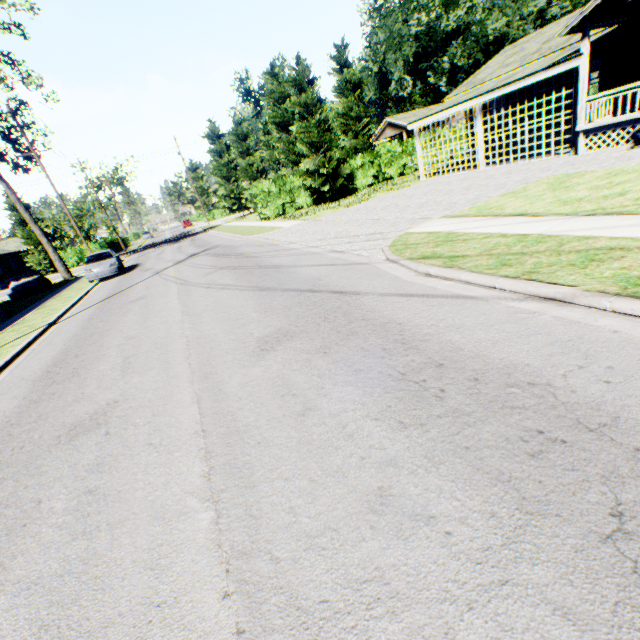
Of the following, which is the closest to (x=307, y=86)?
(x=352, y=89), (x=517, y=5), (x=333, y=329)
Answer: (x=352, y=89)

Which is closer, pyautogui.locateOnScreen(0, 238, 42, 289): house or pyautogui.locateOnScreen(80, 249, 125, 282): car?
pyautogui.locateOnScreen(80, 249, 125, 282): car

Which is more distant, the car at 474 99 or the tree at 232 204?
the tree at 232 204

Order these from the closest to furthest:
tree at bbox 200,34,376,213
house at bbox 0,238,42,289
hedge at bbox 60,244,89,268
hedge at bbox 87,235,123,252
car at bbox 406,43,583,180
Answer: car at bbox 406,43,583,180 → tree at bbox 200,34,376,213 → hedge at bbox 60,244,89,268 → hedge at bbox 87,235,123,252 → house at bbox 0,238,42,289

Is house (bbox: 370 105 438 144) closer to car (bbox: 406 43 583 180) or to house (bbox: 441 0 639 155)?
house (bbox: 441 0 639 155)

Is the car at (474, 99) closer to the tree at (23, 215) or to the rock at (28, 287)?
A: the rock at (28, 287)

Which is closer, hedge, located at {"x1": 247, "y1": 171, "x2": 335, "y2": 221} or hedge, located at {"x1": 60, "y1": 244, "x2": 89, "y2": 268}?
hedge, located at {"x1": 247, "y1": 171, "x2": 335, "y2": 221}

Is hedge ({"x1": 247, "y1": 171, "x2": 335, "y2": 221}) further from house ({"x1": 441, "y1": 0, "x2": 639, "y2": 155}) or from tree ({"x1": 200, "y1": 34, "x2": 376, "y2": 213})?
house ({"x1": 441, "y1": 0, "x2": 639, "y2": 155})
